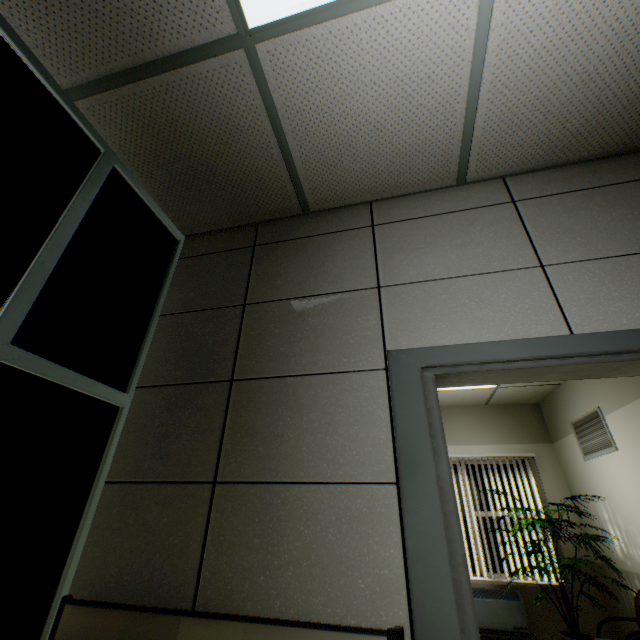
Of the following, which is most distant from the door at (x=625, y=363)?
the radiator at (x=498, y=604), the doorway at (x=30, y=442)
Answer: the radiator at (x=498, y=604)

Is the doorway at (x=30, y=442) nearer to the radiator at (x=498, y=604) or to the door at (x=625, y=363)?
the door at (x=625, y=363)

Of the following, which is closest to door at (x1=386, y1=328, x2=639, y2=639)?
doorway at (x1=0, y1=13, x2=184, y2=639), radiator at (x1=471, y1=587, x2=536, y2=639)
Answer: doorway at (x1=0, y1=13, x2=184, y2=639)

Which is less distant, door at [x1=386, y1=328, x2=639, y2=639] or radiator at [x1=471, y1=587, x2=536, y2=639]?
door at [x1=386, y1=328, x2=639, y2=639]

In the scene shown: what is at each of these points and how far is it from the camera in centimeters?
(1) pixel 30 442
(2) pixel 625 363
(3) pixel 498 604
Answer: (1) doorway, 132cm
(2) door, 132cm
(3) radiator, 448cm

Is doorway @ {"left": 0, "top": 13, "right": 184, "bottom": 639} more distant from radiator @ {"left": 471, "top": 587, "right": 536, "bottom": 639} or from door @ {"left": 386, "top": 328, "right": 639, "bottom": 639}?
radiator @ {"left": 471, "top": 587, "right": 536, "bottom": 639}
